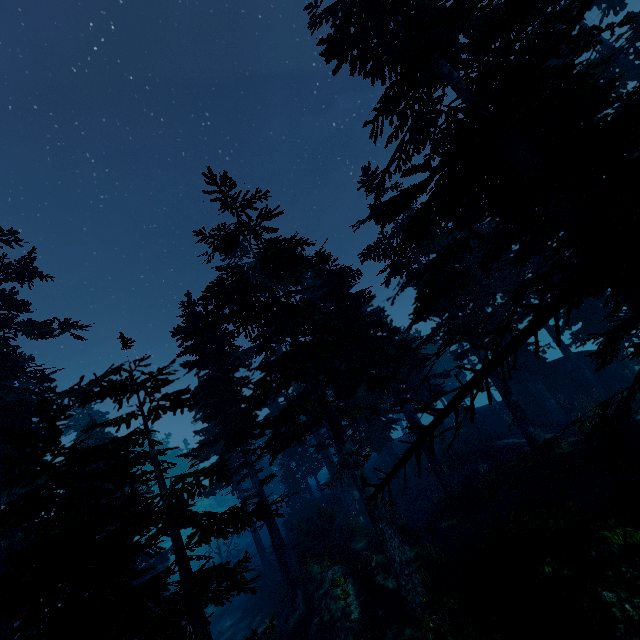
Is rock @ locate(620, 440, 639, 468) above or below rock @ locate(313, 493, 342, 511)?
below

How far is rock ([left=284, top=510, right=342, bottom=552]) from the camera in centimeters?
1900cm

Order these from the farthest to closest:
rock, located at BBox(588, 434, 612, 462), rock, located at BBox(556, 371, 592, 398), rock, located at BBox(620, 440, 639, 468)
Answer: rock, located at BBox(556, 371, 592, 398), rock, located at BBox(588, 434, 612, 462), rock, located at BBox(620, 440, 639, 468)

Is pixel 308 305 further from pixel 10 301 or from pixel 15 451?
pixel 15 451

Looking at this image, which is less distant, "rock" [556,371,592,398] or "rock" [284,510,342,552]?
"rock" [284,510,342,552]

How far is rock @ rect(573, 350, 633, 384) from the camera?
24.6 meters

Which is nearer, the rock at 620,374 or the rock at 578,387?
the rock at 620,374

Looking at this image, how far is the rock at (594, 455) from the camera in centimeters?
1292cm
